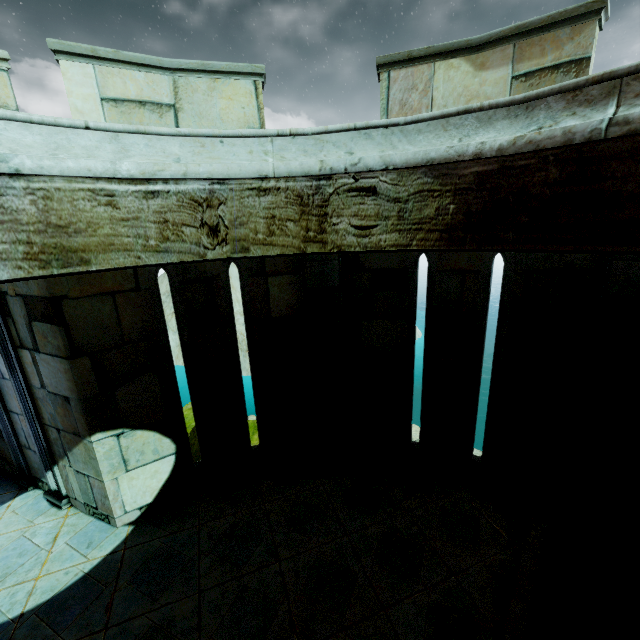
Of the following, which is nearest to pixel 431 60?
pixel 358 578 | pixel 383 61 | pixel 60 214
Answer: pixel 383 61
